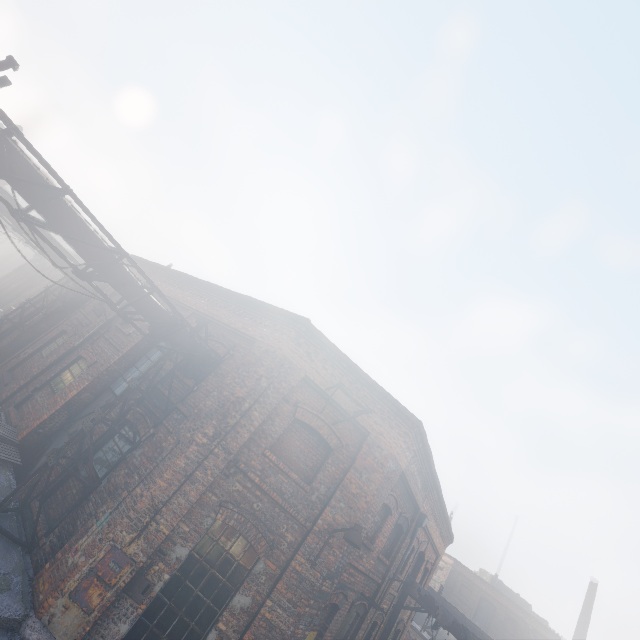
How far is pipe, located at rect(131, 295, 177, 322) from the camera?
7.5 meters

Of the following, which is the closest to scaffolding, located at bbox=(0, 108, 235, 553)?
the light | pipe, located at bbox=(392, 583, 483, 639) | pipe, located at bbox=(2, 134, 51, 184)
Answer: pipe, located at bbox=(2, 134, 51, 184)

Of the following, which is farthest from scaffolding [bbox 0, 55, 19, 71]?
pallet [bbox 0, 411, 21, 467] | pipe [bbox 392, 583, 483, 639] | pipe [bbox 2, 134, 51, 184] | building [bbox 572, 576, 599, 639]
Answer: building [bbox 572, 576, 599, 639]

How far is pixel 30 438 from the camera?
9.6m

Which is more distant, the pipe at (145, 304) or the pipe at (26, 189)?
the pipe at (145, 304)

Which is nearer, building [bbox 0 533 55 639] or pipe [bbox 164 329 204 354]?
building [bbox 0 533 55 639]
